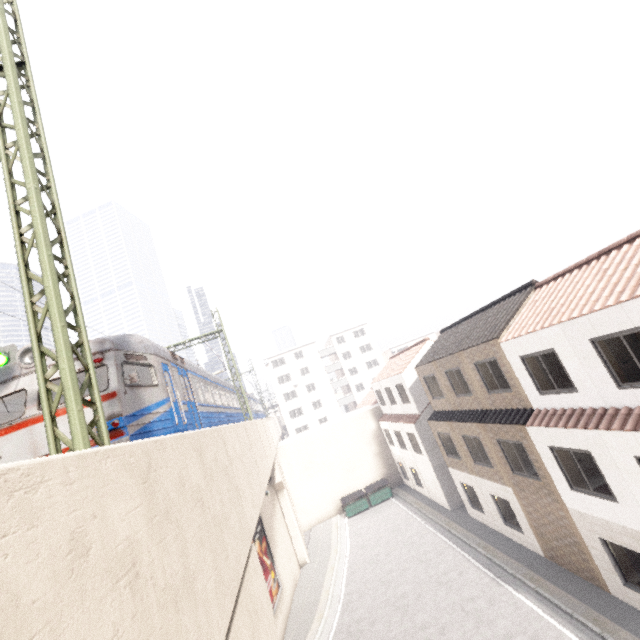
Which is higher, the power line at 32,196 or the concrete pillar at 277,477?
the power line at 32,196

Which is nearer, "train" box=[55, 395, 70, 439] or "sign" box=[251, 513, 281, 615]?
"train" box=[55, 395, 70, 439]

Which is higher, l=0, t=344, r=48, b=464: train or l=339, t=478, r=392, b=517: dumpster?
l=0, t=344, r=48, b=464: train

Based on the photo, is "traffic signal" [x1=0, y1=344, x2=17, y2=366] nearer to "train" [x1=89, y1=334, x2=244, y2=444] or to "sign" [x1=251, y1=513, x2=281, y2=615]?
"train" [x1=89, y1=334, x2=244, y2=444]

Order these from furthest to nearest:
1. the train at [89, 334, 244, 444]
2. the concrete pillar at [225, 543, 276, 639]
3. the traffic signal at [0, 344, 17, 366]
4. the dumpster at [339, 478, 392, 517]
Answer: the dumpster at [339, 478, 392, 517]
the traffic signal at [0, 344, 17, 366]
the train at [89, 334, 244, 444]
the concrete pillar at [225, 543, 276, 639]

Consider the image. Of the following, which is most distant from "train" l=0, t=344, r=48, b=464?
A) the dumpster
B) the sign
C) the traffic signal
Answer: the dumpster

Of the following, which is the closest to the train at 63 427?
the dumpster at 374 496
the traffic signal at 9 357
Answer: the traffic signal at 9 357

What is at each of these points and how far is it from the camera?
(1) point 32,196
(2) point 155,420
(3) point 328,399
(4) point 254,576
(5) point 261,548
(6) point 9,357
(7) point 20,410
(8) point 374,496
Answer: (1) power line, 4.7 meters
(2) train, 8.2 meters
(3) building, 54.7 meters
(4) concrete pillar, 7.1 meters
(5) sign, 16.6 meters
(6) traffic signal, 10.4 meters
(7) train, 9.2 meters
(8) dumpster, 27.2 meters
